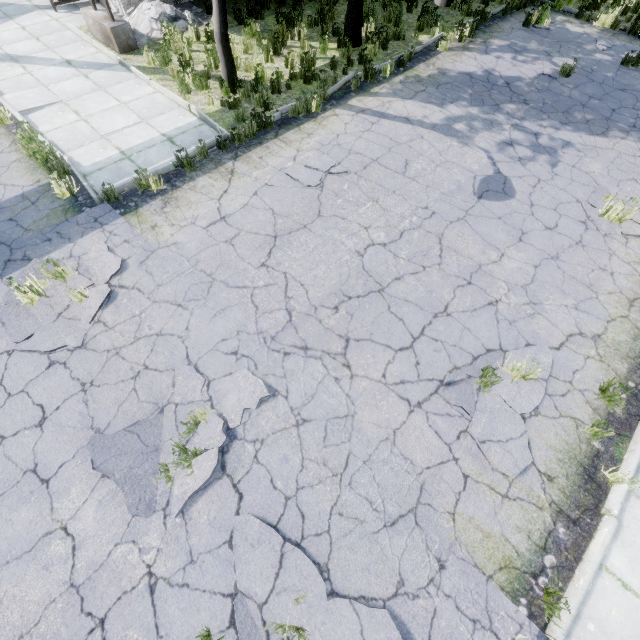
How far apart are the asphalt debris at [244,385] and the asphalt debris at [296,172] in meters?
4.0 m

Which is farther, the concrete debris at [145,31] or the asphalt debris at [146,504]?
the concrete debris at [145,31]

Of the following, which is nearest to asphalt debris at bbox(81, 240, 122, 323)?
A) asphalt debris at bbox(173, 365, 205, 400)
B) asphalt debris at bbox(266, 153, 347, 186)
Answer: asphalt debris at bbox(173, 365, 205, 400)

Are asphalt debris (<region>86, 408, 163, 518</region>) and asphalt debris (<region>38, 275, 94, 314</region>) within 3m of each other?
yes

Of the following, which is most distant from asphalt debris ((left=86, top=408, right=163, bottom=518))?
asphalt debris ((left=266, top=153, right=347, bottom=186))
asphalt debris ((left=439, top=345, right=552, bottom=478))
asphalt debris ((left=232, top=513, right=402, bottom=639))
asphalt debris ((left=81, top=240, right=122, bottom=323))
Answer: asphalt debris ((left=266, top=153, right=347, bottom=186))

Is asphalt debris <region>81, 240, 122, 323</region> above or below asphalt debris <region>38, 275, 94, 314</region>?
above

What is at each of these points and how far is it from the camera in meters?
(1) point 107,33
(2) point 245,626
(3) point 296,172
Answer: (1) pipe holder, 9.0 m
(2) asphalt debris, 3.2 m
(3) asphalt debris, 6.8 m

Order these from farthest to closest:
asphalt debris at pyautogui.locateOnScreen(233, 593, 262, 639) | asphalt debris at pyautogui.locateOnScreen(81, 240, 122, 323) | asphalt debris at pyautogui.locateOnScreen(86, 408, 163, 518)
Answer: asphalt debris at pyautogui.locateOnScreen(81, 240, 122, 323)
asphalt debris at pyautogui.locateOnScreen(86, 408, 163, 518)
asphalt debris at pyautogui.locateOnScreen(233, 593, 262, 639)
